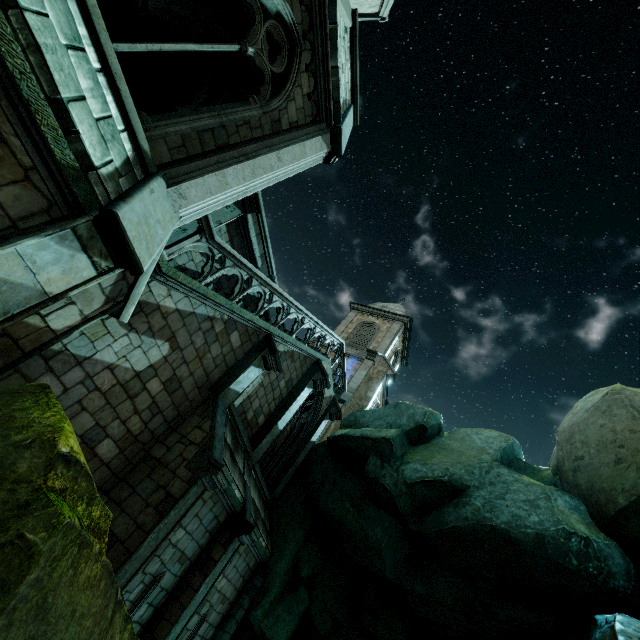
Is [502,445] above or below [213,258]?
above

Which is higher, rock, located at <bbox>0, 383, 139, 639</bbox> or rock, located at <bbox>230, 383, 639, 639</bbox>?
rock, located at <bbox>230, 383, 639, 639</bbox>

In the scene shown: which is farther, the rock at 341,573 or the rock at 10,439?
the rock at 341,573

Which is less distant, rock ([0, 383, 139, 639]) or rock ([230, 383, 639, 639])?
rock ([0, 383, 139, 639])

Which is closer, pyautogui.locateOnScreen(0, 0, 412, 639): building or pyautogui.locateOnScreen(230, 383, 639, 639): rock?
pyautogui.locateOnScreen(0, 0, 412, 639): building

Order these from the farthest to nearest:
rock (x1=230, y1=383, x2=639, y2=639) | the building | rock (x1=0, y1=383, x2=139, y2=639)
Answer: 1. rock (x1=230, y1=383, x2=639, y2=639)
2. the building
3. rock (x1=0, y1=383, x2=139, y2=639)

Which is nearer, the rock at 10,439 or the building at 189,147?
the rock at 10,439
